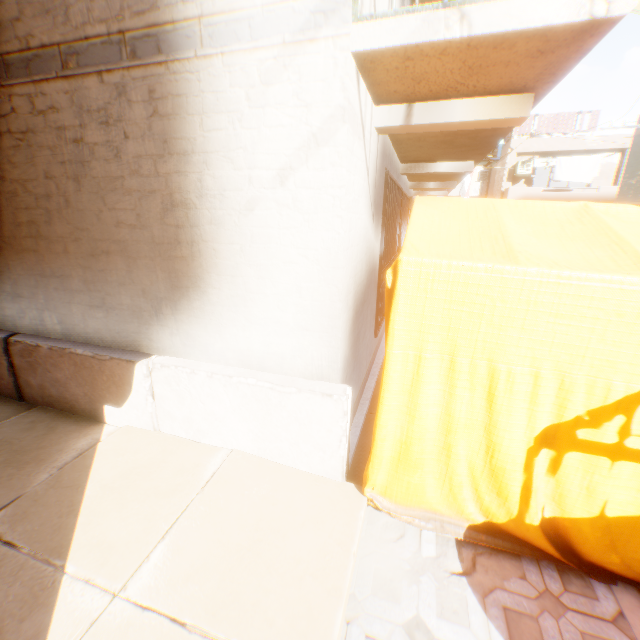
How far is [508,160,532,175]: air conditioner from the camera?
20.59m

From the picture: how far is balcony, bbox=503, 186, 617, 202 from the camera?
19.2 meters

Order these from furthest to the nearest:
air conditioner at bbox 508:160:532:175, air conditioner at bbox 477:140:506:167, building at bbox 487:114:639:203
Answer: air conditioner at bbox 508:160:532:175 < building at bbox 487:114:639:203 < air conditioner at bbox 477:140:506:167

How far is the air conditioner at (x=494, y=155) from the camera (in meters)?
8.01

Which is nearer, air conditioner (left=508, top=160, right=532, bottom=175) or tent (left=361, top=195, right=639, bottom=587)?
tent (left=361, top=195, right=639, bottom=587)

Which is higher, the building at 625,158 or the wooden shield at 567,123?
the wooden shield at 567,123

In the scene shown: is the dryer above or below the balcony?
above

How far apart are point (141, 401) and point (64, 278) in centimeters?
156cm
